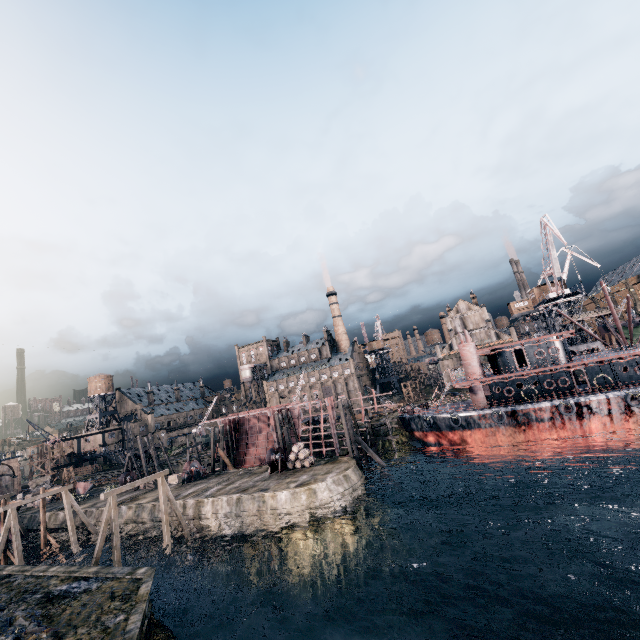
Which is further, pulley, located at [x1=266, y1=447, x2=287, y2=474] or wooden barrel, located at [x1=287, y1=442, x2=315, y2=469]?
pulley, located at [x1=266, y1=447, x2=287, y2=474]

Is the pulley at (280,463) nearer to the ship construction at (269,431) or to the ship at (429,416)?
the ship construction at (269,431)

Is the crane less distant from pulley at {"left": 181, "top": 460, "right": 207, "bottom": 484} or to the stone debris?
pulley at {"left": 181, "top": 460, "right": 207, "bottom": 484}

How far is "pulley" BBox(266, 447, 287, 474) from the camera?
37.03m

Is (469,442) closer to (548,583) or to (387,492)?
(387,492)

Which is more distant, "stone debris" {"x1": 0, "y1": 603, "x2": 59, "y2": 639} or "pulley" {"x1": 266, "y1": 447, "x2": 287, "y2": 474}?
"pulley" {"x1": 266, "y1": 447, "x2": 287, "y2": 474}

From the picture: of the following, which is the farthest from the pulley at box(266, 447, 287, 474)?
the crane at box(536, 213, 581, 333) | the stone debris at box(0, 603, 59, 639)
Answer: the crane at box(536, 213, 581, 333)

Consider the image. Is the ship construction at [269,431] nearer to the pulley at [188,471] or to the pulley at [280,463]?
the pulley at [188,471]
